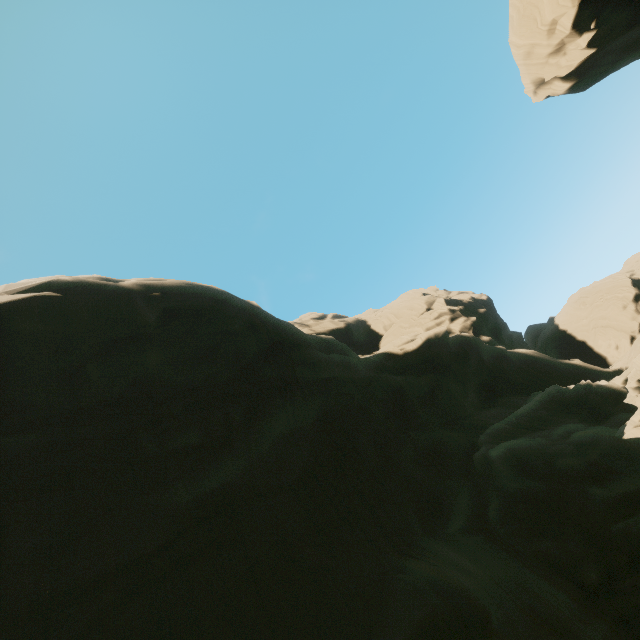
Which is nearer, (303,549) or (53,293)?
(303,549)

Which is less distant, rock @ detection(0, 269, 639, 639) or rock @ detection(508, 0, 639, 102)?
rock @ detection(0, 269, 639, 639)

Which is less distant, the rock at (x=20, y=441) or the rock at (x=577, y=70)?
the rock at (x=20, y=441)
